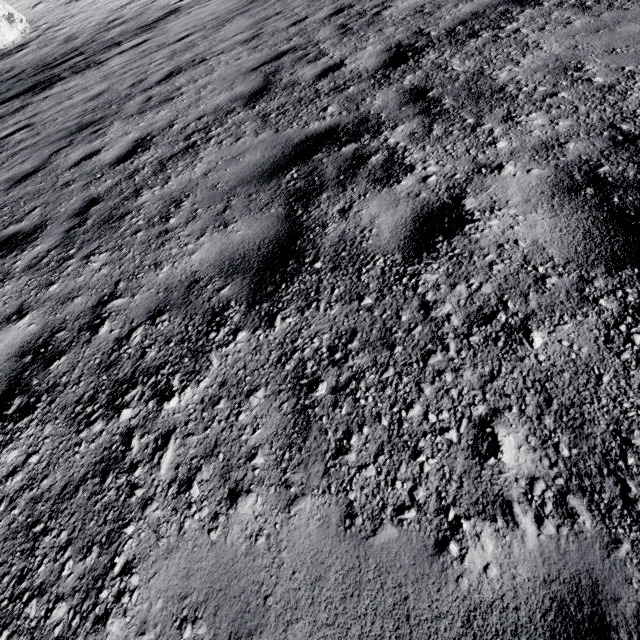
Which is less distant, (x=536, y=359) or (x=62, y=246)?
(x=536, y=359)
